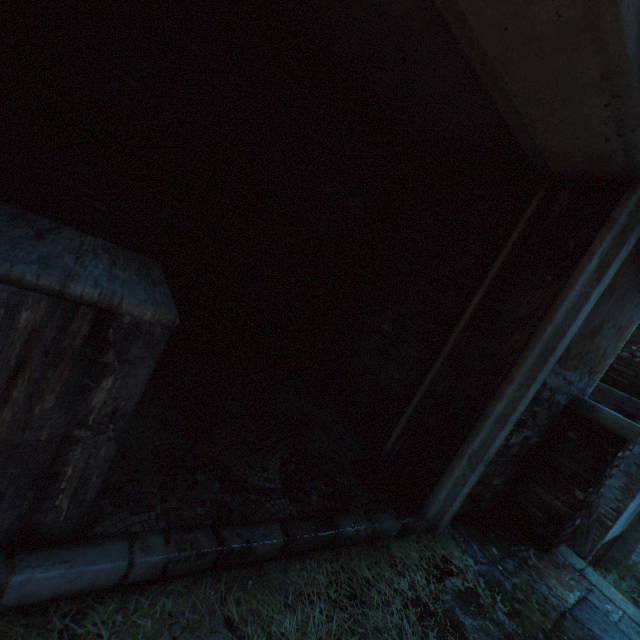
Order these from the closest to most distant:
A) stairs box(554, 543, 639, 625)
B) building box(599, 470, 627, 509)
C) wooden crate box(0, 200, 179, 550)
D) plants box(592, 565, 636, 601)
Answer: wooden crate box(0, 200, 179, 550), stairs box(554, 543, 639, 625), building box(599, 470, 627, 509), plants box(592, 565, 636, 601)

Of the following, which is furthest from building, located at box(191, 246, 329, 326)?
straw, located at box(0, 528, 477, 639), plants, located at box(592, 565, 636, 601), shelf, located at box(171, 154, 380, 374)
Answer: shelf, located at box(171, 154, 380, 374)

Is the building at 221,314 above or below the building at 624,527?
above

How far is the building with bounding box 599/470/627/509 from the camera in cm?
559

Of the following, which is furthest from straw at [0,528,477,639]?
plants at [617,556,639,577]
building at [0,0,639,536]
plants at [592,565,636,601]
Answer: plants at [617,556,639,577]

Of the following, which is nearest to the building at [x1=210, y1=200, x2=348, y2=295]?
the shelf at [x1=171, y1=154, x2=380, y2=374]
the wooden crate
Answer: the wooden crate

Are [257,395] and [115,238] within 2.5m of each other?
yes

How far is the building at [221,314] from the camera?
3.6m
